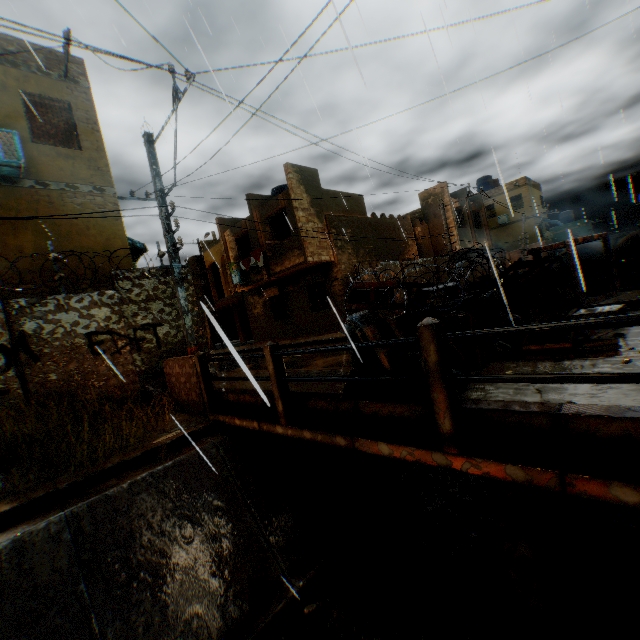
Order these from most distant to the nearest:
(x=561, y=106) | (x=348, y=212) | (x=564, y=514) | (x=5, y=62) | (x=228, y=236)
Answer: (x=228, y=236), (x=348, y=212), (x=5, y=62), (x=561, y=106), (x=564, y=514)

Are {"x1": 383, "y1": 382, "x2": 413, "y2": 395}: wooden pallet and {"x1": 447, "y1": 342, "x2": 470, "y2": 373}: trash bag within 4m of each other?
yes

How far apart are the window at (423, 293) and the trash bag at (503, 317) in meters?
1.2 m

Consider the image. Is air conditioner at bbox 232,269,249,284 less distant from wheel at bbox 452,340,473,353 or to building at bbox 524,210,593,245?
wheel at bbox 452,340,473,353

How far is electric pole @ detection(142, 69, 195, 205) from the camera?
6.24m

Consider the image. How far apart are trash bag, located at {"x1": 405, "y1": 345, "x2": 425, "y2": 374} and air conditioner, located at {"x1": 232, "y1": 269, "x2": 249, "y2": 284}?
16.2m

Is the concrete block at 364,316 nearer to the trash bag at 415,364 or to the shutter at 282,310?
the trash bag at 415,364

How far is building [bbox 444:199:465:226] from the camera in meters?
22.7
